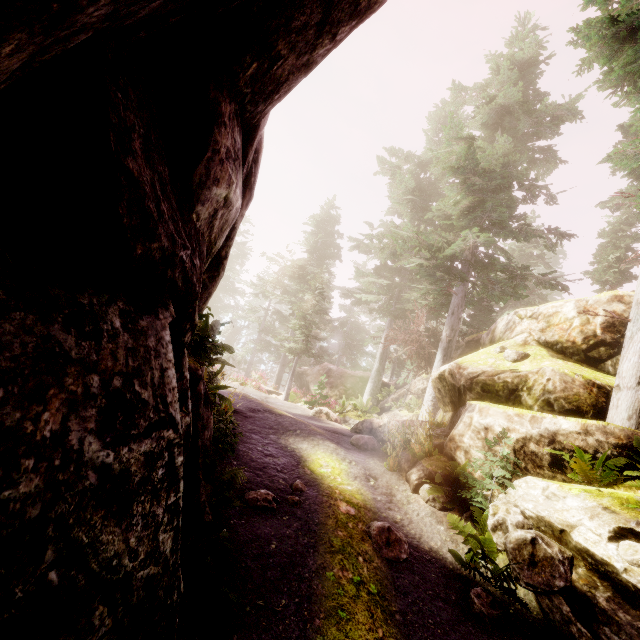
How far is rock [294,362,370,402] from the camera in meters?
26.0

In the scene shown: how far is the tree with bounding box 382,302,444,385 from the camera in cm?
1834

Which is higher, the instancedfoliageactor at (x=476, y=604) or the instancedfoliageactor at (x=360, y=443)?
the instancedfoliageactor at (x=360, y=443)

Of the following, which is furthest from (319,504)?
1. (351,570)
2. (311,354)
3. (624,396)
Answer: (311,354)

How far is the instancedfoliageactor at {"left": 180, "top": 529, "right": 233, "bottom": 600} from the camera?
3.7m

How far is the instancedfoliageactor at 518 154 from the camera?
14.7m

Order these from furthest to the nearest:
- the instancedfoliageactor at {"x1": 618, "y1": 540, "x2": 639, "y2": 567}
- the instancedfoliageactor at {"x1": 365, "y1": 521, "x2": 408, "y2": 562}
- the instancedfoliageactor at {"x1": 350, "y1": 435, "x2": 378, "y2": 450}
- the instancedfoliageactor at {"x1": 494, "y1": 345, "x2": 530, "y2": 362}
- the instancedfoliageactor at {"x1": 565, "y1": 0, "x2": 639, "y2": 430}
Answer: the instancedfoliageactor at {"x1": 350, "y1": 435, "x2": 378, "y2": 450} < the instancedfoliageactor at {"x1": 494, "y1": 345, "x2": 530, "y2": 362} < the instancedfoliageactor at {"x1": 565, "y1": 0, "x2": 639, "y2": 430} < the instancedfoliageactor at {"x1": 365, "y1": 521, "x2": 408, "y2": 562} < the instancedfoliageactor at {"x1": 618, "y1": 540, "x2": 639, "y2": 567}
